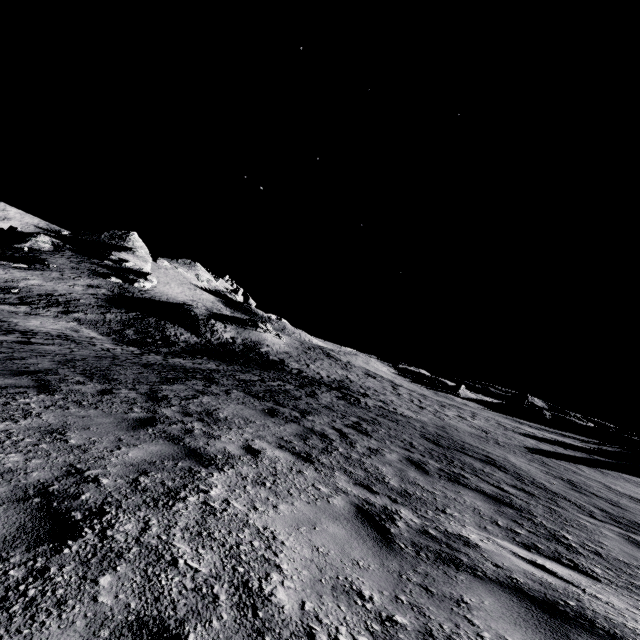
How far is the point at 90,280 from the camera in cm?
4669

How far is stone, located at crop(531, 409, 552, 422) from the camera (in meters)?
55.25

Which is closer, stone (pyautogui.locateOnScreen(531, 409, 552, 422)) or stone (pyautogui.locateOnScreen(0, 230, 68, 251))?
stone (pyautogui.locateOnScreen(0, 230, 68, 251))

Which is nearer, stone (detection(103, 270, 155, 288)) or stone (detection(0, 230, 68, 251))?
stone (detection(103, 270, 155, 288))

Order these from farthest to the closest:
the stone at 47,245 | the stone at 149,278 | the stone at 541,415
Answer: the stone at 541,415, the stone at 47,245, the stone at 149,278

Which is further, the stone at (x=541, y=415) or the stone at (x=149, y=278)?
the stone at (x=541, y=415)

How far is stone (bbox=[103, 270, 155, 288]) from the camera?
52.03m

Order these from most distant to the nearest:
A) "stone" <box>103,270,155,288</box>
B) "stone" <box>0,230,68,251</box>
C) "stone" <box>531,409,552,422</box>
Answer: "stone" <box>531,409,552,422</box>
"stone" <box>0,230,68,251</box>
"stone" <box>103,270,155,288</box>
